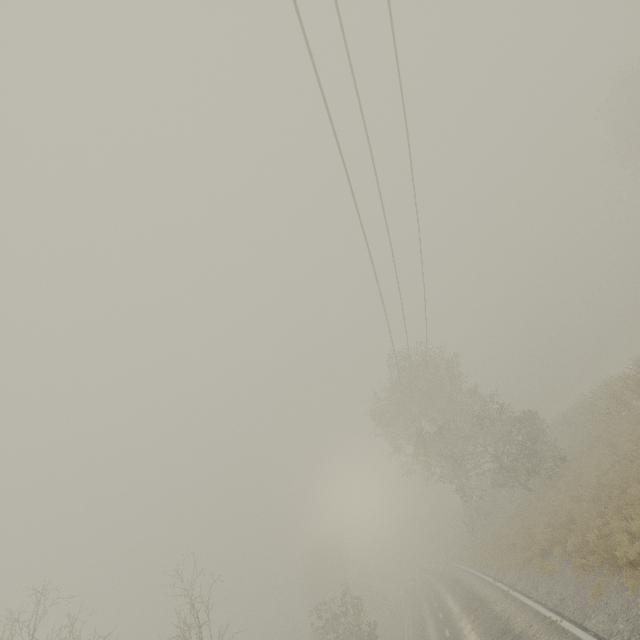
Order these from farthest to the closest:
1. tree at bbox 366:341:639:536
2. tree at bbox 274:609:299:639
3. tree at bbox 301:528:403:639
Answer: tree at bbox 274:609:299:639 → tree at bbox 301:528:403:639 → tree at bbox 366:341:639:536

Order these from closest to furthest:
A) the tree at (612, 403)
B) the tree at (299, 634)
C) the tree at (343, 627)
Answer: the tree at (612, 403) → the tree at (343, 627) → the tree at (299, 634)

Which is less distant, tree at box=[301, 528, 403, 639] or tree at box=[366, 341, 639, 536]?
tree at box=[366, 341, 639, 536]

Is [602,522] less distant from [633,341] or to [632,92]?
[632,92]

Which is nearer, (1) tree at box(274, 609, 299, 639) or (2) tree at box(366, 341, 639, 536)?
(2) tree at box(366, 341, 639, 536)

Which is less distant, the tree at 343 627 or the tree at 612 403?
the tree at 612 403
